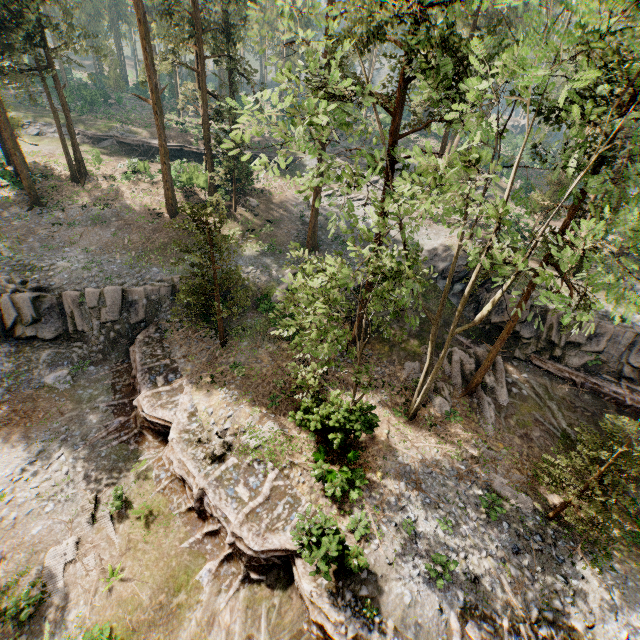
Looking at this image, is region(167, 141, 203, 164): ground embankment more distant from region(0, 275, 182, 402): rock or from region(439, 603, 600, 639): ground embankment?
region(439, 603, 600, 639): ground embankment

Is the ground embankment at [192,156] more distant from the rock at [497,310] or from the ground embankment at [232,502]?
the rock at [497,310]

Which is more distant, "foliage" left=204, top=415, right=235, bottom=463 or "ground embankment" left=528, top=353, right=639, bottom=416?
"ground embankment" left=528, top=353, right=639, bottom=416

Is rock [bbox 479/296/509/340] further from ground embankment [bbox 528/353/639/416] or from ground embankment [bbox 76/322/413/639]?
ground embankment [bbox 76/322/413/639]

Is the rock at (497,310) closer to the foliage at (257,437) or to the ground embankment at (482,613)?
the foliage at (257,437)

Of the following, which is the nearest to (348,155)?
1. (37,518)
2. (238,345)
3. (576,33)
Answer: (238,345)

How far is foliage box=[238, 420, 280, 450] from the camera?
15.8m

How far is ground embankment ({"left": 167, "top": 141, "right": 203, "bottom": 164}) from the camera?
40.5m
